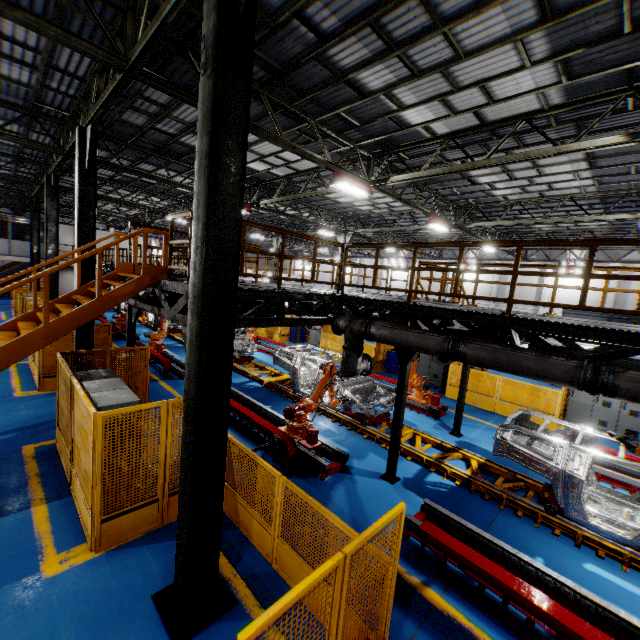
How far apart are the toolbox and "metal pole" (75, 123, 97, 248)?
12.7m

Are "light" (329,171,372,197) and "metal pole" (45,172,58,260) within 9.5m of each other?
no

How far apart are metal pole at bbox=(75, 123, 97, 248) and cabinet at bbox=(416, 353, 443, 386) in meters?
13.5

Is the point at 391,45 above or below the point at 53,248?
above

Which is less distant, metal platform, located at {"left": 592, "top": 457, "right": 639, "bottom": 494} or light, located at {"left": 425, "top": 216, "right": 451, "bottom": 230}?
metal platform, located at {"left": 592, "top": 457, "right": 639, "bottom": 494}

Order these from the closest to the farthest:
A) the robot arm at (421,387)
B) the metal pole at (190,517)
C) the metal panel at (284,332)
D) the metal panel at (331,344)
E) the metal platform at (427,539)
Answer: the metal pole at (190,517) < the metal platform at (427,539) < the robot arm at (421,387) < the metal panel at (331,344) < the metal panel at (284,332)

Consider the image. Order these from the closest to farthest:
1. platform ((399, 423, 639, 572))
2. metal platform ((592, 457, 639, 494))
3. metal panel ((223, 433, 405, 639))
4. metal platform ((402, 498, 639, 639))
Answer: metal panel ((223, 433, 405, 639)) < metal platform ((402, 498, 639, 639)) < platform ((399, 423, 639, 572)) < metal platform ((592, 457, 639, 494))

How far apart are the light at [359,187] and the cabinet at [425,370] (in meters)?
8.04
